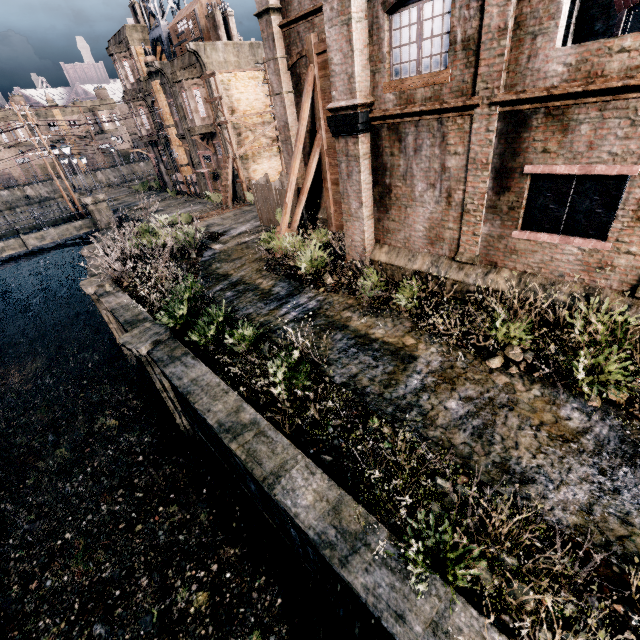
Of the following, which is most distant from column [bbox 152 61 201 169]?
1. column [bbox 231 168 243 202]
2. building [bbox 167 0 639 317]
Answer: column [bbox 231 168 243 202]

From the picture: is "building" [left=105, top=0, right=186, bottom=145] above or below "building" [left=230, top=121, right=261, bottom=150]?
above

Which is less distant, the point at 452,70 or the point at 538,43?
the point at 538,43

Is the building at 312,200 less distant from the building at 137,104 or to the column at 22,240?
the building at 137,104

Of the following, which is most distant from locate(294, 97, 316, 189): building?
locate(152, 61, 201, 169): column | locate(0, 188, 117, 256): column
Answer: locate(0, 188, 117, 256): column

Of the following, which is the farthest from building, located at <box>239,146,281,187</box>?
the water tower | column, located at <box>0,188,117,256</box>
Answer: column, located at <box>0,188,117,256</box>

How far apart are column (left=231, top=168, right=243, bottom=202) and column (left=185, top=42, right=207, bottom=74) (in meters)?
7.09

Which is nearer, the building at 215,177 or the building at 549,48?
the building at 549,48
